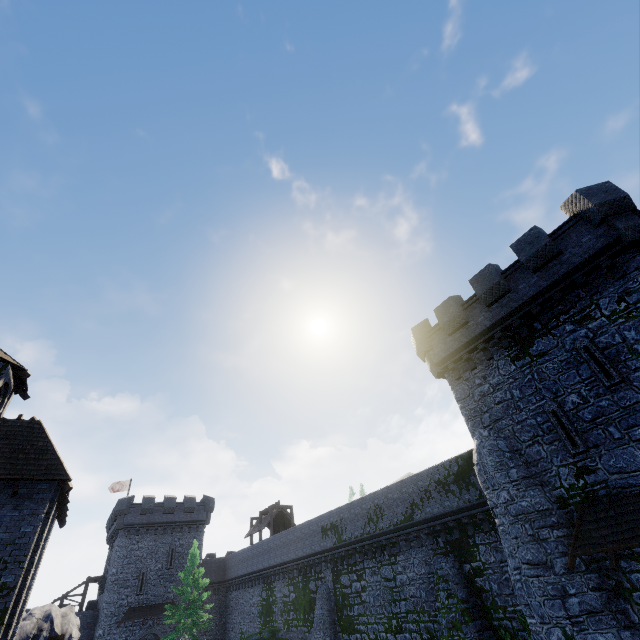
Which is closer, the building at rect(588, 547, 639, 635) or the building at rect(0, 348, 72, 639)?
the building at rect(588, 547, 639, 635)

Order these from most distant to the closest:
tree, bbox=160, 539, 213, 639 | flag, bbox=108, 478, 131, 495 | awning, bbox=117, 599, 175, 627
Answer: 1. flag, bbox=108, 478, 131, 495
2. awning, bbox=117, 599, 175, 627
3. tree, bbox=160, 539, 213, 639

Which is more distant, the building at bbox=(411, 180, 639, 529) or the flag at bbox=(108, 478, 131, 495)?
the flag at bbox=(108, 478, 131, 495)

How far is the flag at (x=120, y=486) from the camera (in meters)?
45.06

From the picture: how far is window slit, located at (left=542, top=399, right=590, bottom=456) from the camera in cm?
1211

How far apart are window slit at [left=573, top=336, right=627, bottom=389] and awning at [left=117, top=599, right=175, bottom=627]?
46.45m

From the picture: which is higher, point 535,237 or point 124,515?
point 535,237

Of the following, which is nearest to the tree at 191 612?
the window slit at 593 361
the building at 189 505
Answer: the building at 189 505
